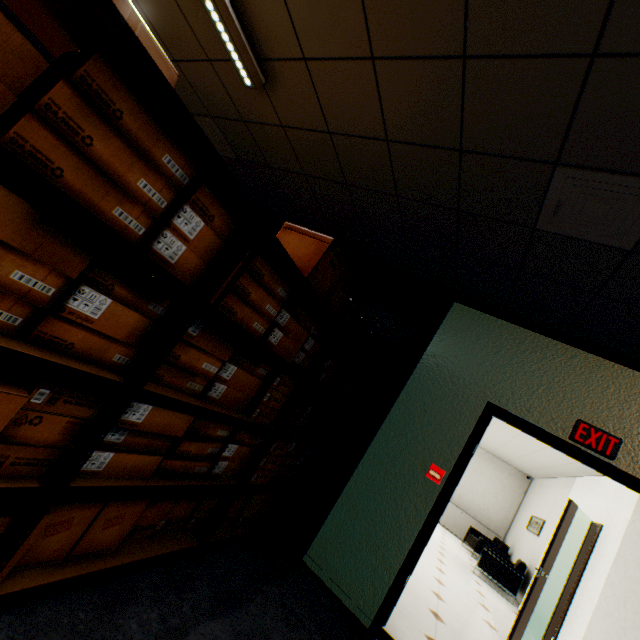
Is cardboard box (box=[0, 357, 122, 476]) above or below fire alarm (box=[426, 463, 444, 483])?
below

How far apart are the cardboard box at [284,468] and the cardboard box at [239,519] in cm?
14

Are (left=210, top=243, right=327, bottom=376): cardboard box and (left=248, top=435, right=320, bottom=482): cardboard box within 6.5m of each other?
yes

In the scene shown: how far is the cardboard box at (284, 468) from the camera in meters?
2.3

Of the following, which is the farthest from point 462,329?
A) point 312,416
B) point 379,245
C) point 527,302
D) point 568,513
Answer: point 568,513

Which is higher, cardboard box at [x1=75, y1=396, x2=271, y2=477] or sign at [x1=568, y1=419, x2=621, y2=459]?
sign at [x1=568, y1=419, x2=621, y2=459]

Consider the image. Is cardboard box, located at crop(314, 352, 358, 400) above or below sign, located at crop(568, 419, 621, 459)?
below

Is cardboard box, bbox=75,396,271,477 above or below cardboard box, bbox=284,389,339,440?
below
